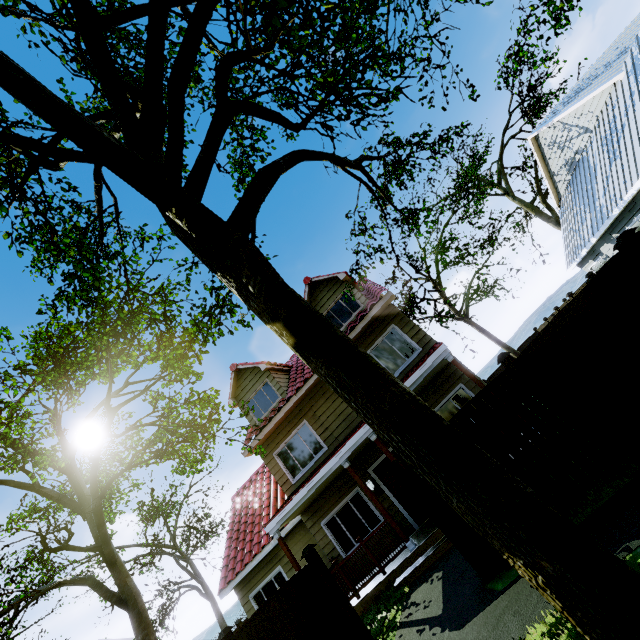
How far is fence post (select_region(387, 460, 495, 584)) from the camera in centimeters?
526cm

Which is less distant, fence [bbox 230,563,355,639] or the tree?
the tree

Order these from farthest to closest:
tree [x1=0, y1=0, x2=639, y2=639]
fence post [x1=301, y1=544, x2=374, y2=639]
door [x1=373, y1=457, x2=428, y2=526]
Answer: door [x1=373, y1=457, x2=428, y2=526], fence post [x1=301, y1=544, x2=374, y2=639], tree [x1=0, y1=0, x2=639, y2=639]

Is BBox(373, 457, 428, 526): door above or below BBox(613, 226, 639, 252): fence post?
below

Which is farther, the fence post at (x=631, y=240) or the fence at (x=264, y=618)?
the fence at (x=264, y=618)

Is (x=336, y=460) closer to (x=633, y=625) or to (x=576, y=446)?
(x=576, y=446)

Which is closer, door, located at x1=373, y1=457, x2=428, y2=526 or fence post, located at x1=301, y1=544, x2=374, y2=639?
fence post, located at x1=301, y1=544, x2=374, y2=639

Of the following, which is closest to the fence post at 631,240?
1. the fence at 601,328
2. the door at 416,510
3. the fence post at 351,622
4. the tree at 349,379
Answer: the fence at 601,328
